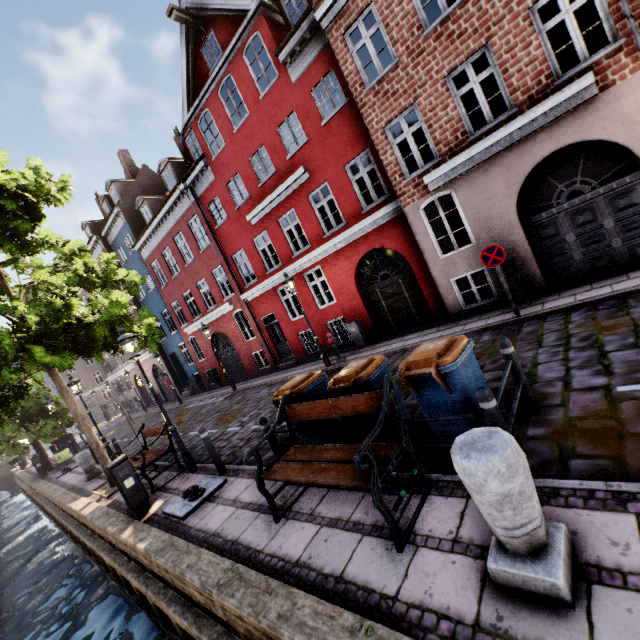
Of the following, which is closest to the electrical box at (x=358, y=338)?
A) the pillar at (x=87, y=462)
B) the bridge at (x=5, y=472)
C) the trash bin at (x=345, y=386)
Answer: the trash bin at (x=345, y=386)

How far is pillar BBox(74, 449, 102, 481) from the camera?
12.1 meters

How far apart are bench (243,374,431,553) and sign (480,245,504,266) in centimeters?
573cm

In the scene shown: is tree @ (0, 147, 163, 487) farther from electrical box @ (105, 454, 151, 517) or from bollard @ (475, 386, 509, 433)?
bollard @ (475, 386, 509, 433)

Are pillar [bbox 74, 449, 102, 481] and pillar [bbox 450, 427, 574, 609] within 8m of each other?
no

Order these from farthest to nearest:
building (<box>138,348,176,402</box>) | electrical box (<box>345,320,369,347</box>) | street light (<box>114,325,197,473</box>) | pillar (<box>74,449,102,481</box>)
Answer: building (<box>138,348,176,402</box>) < electrical box (<box>345,320,369,347</box>) < pillar (<box>74,449,102,481</box>) < street light (<box>114,325,197,473</box>)

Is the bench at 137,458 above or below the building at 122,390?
below

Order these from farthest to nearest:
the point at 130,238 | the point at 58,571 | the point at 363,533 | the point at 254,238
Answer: the point at 130,238, the point at 254,238, the point at 58,571, the point at 363,533
